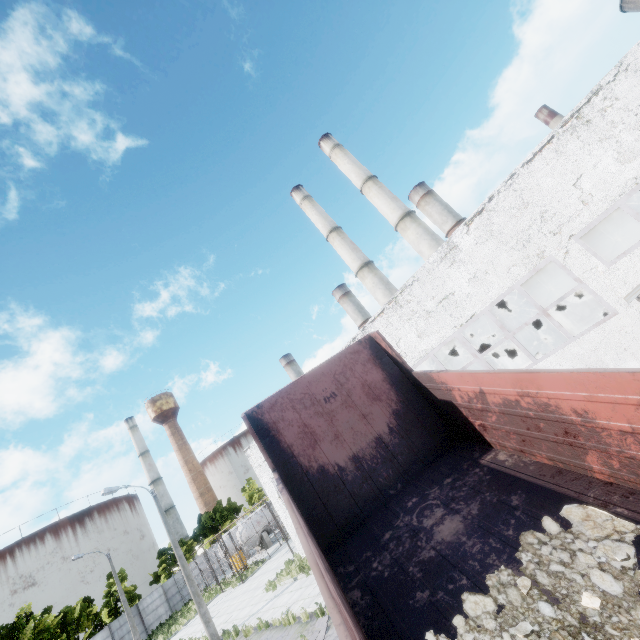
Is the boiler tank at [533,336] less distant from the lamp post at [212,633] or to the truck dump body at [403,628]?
the truck dump body at [403,628]

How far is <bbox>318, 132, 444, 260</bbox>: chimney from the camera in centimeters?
3169cm

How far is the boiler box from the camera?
15.9m

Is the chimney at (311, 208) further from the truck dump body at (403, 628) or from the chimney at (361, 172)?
the truck dump body at (403, 628)

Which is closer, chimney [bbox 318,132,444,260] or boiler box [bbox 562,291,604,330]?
boiler box [bbox 562,291,604,330]

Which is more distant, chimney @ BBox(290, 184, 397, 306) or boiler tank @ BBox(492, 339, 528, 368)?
chimney @ BBox(290, 184, 397, 306)

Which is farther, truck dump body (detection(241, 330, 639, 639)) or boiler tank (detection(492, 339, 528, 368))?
boiler tank (detection(492, 339, 528, 368))

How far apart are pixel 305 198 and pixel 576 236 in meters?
35.0
